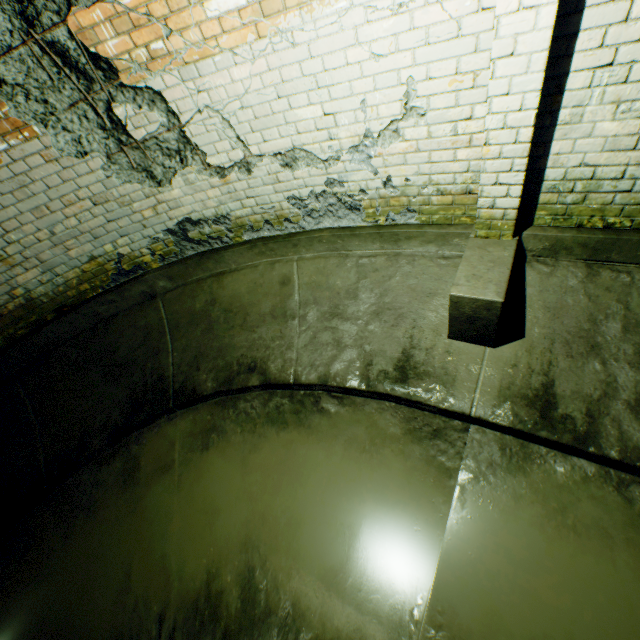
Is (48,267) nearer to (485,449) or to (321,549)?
(321,549)
